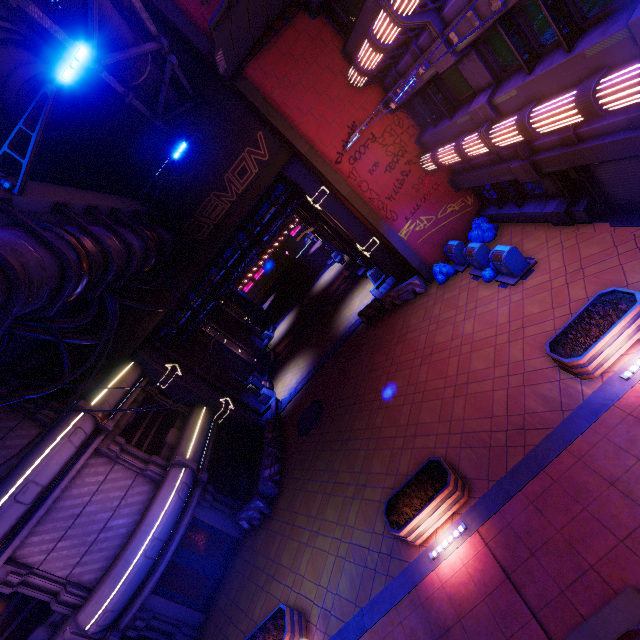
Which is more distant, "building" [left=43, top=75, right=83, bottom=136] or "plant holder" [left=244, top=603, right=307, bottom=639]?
"building" [left=43, top=75, right=83, bottom=136]

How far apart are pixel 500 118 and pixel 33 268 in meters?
12.9

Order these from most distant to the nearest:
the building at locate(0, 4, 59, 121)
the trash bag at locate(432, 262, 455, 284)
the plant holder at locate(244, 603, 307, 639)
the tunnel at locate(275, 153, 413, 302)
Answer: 1. the tunnel at locate(275, 153, 413, 302)
2. the trash bag at locate(432, 262, 455, 284)
3. the building at locate(0, 4, 59, 121)
4. the plant holder at locate(244, 603, 307, 639)

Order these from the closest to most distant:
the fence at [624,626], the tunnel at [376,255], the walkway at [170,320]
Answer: the fence at [624,626]
the tunnel at [376,255]
the walkway at [170,320]

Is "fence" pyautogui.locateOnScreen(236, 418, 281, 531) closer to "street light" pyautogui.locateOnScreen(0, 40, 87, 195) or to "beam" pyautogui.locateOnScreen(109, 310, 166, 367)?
"beam" pyautogui.locateOnScreen(109, 310, 166, 367)

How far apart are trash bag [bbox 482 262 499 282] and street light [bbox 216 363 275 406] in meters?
15.6 m

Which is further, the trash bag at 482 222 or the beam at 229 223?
the beam at 229 223

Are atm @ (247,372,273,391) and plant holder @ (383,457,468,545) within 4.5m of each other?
no
